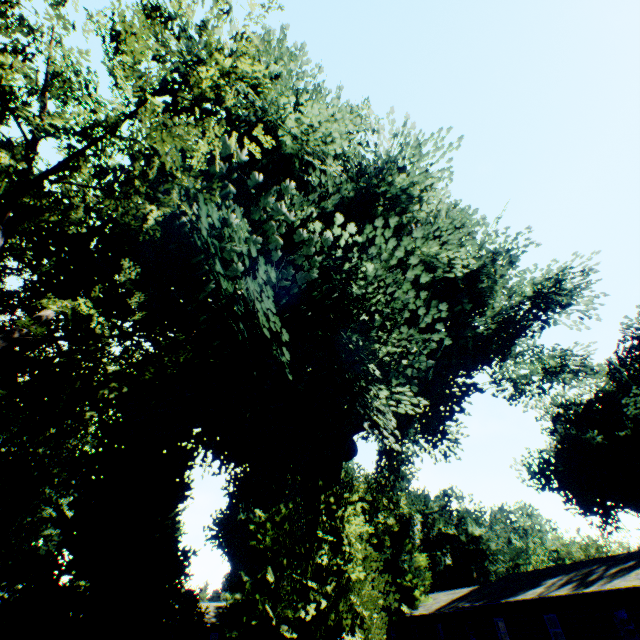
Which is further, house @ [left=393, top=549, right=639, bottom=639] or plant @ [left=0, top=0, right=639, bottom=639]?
house @ [left=393, top=549, right=639, bottom=639]

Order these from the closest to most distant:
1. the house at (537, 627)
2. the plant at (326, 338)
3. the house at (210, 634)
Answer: the plant at (326, 338)
the house at (537, 627)
the house at (210, 634)

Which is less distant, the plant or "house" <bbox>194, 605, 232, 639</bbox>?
the plant

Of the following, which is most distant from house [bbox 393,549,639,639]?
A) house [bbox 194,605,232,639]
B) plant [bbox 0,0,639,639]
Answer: house [bbox 194,605,232,639]

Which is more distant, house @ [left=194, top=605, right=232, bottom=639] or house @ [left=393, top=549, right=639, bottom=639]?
house @ [left=194, top=605, right=232, bottom=639]

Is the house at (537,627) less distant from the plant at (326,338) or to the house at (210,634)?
the plant at (326,338)

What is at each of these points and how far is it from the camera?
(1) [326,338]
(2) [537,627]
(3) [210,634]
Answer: (1) plant, 16.8 meters
(2) house, 23.4 meters
(3) house, 44.2 meters
